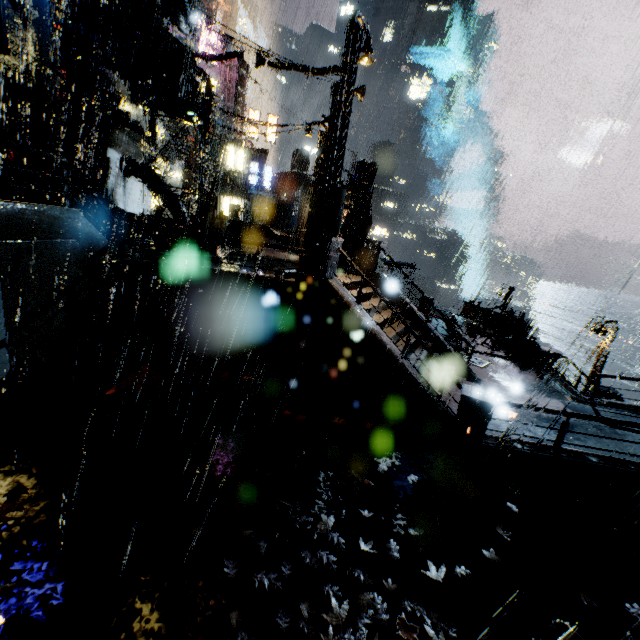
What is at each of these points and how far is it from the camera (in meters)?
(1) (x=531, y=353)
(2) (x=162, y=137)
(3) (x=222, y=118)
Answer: (1) trash bag, 16.91
(2) building, 35.88
(3) building, 36.00

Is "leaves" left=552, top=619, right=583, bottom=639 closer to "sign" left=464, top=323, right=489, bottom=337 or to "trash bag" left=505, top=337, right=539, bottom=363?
"trash bag" left=505, top=337, right=539, bottom=363

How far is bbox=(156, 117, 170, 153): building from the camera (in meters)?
35.34

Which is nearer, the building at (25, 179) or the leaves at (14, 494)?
the leaves at (14, 494)

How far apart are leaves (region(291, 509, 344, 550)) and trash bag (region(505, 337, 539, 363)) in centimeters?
1512cm

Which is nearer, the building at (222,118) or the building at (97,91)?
the building at (97,91)

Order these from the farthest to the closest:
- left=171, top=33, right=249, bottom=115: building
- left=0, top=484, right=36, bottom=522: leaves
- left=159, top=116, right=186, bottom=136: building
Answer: left=159, top=116, right=186, bottom=136: building < left=171, top=33, right=249, bottom=115: building < left=0, top=484, right=36, bottom=522: leaves
